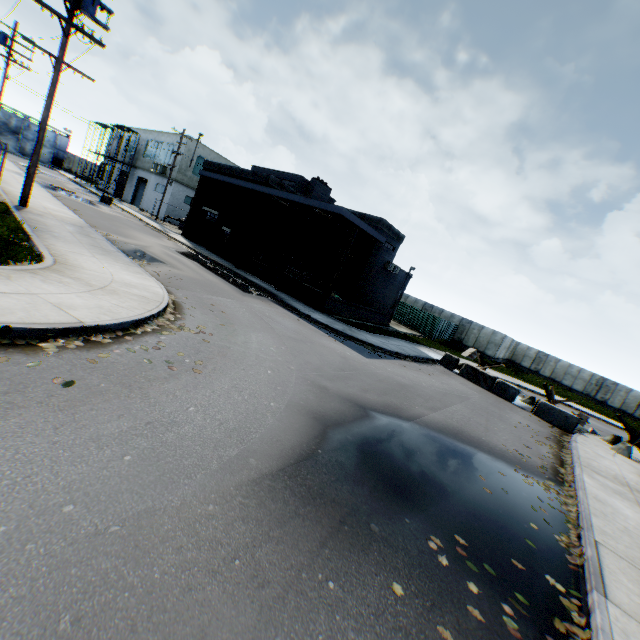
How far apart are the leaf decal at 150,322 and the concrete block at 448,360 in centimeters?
1562cm

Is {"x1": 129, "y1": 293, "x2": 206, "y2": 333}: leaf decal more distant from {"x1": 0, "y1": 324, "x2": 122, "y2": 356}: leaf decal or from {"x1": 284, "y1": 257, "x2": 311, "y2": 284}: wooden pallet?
{"x1": 284, "y1": 257, "x2": 311, "y2": 284}: wooden pallet

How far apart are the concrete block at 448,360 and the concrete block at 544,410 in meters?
4.4 m

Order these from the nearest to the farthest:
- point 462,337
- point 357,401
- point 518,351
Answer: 1. point 357,401
2. point 462,337
3. point 518,351

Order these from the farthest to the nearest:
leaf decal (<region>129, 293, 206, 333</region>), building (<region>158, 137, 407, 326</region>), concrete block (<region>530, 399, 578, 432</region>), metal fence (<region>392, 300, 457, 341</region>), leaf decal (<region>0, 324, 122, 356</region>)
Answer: metal fence (<region>392, 300, 457, 341</region>)
building (<region>158, 137, 407, 326</region>)
concrete block (<region>530, 399, 578, 432</region>)
leaf decal (<region>129, 293, 206, 333</region>)
leaf decal (<region>0, 324, 122, 356</region>)

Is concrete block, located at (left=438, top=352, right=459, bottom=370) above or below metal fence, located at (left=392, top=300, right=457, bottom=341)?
below

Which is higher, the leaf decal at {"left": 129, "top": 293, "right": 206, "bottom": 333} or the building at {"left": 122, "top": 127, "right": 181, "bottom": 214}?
the building at {"left": 122, "top": 127, "right": 181, "bottom": 214}

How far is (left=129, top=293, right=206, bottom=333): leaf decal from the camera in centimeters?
708cm
